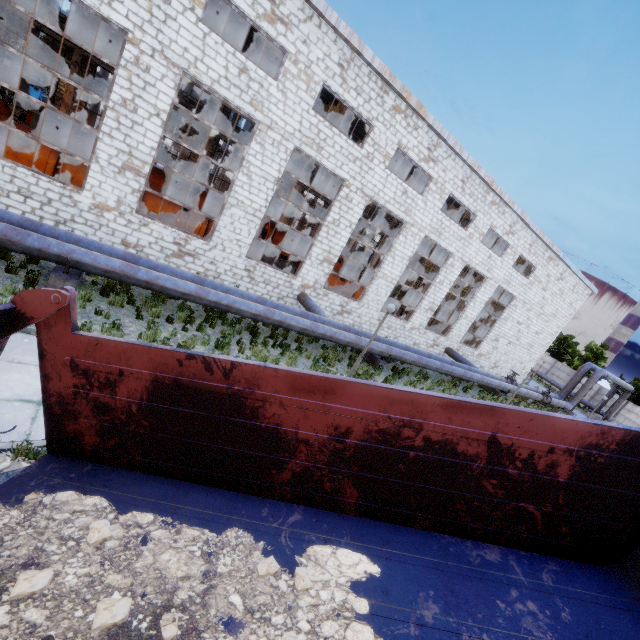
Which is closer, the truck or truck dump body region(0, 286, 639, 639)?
truck dump body region(0, 286, 639, 639)

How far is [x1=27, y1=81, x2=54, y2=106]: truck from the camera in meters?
35.5 m

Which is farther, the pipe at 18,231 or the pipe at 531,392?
the pipe at 531,392

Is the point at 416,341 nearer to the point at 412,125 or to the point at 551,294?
the point at 412,125

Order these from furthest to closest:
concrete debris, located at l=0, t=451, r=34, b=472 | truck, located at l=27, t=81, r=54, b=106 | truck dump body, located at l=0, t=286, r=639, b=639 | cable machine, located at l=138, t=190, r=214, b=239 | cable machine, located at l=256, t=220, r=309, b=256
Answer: truck, located at l=27, t=81, r=54, b=106
cable machine, located at l=256, t=220, r=309, b=256
cable machine, located at l=138, t=190, r=214, b=239
concrete debris, located at l=0, t=451, r=34, b=472
truck dump body, located at l=0, t=286, r=639, b=639

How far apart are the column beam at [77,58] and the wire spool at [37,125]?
9.06m

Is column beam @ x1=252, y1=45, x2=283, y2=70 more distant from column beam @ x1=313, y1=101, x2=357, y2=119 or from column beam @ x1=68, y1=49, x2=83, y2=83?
column beam @ x1=68, y1=49, x2=83, y2=83

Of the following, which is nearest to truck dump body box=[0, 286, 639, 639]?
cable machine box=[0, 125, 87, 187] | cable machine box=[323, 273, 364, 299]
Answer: cable machine box=[0, 125, 87, 187]
